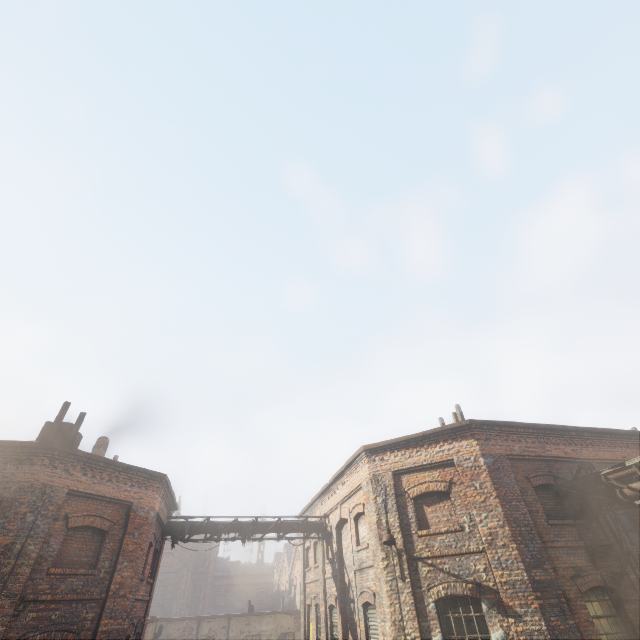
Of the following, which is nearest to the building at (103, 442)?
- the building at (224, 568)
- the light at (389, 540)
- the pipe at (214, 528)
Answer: the pipe at (214, 528)

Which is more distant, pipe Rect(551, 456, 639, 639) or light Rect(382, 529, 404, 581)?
light Rect(382, 529, 404, 581)

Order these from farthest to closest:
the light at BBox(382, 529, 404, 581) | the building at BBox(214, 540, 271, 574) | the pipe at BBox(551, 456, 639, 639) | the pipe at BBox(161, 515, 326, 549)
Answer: the building at BBox(214, 540, 271, 574), the pipe at BBox(161, 515, 326, 549), the light at BBox(382, 529, 404, 581), the pipe at BBox(551, 456, 639, 639)

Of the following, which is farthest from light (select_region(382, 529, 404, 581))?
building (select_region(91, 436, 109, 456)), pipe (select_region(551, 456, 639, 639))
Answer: building (select_region(91, 436, 109, 456))

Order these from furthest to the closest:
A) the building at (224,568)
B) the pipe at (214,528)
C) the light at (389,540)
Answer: the building at (224,568) → the pipe at (214,528) → the light at (389,540)

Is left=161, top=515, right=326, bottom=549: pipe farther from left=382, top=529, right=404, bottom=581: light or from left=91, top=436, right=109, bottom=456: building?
left=382, top=529, right=404, bottom=581: light

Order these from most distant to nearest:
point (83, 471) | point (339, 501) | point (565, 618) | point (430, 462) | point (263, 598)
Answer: point (263, 598), point (339, 501), point (430, 462), point (83, 471), point (565, 618)

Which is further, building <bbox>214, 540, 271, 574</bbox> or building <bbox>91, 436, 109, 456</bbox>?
building <bbox>214, 540, 271, 574</bbox>
